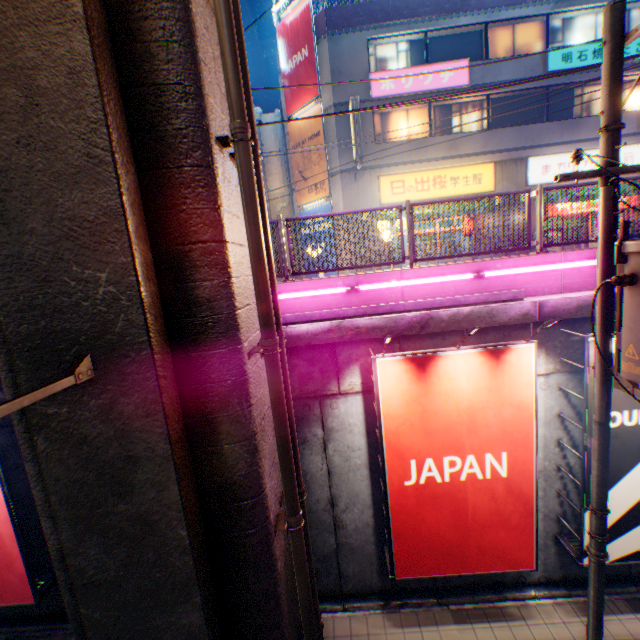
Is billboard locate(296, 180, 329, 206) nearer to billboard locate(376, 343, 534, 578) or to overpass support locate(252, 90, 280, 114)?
overpass support locate(252, 90, 280, 114)

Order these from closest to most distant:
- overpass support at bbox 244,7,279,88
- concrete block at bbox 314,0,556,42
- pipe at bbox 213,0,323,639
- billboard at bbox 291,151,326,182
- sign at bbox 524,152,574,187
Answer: pipe at bbox 213,0,323,639 < concrete block at bbox 314,0,556,42 < sign at bbox 524,152,574,187 < billboard at bbox 291,151,326,182 < overpass support at bbox 244,7,279,88

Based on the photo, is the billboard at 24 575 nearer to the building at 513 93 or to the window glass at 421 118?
the building at 513 93

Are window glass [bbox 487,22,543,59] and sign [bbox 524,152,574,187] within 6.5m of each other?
yes

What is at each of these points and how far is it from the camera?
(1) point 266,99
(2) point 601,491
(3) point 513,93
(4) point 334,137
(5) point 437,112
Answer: (1) overpass support, 43.16m
(2) electric pole, 4.81m
(3) building, 15.34m
(4) building, 15.60m
(5) window glass, 15.78m

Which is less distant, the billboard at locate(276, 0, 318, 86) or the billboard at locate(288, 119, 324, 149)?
the billboard at locate(276, 0, 318, 86)

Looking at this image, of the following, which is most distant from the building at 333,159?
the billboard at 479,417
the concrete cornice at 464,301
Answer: the billboard at 479,417

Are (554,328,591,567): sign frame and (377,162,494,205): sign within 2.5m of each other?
no
